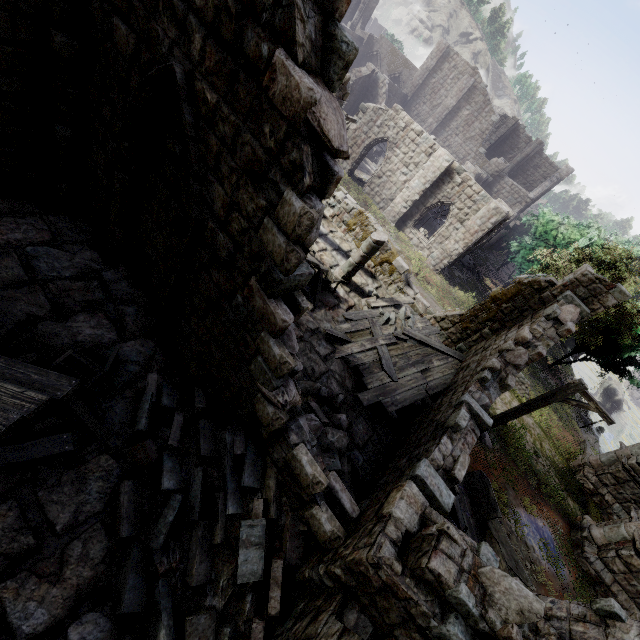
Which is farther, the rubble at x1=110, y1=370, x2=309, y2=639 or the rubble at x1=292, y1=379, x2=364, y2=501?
the rubble at x1=292, y1=379, x2=364, y2=501

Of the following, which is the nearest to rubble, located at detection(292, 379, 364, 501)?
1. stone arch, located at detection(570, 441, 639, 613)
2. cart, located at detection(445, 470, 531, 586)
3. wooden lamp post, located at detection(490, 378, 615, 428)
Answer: cart, located at detection(445, 470, 531, 586)

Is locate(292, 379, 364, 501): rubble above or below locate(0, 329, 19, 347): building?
above

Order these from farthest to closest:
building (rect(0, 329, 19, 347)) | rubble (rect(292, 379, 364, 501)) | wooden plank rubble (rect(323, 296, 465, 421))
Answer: wooden plank rubble (rect(323, 296, 465, 421)) → rubble (rect(292, 379, 364, 501)) → building (rect(0, 329, 19, 347))

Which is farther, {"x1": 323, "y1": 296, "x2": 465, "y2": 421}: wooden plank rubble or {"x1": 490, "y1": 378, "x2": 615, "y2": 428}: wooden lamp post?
{"x1": 490, "y1": 378, "x2": 615, "y2": 428}: wooden lamp post

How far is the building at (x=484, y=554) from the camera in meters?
4.2 m

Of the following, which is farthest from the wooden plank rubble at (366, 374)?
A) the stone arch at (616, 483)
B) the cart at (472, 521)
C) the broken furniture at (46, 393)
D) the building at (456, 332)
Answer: the stone arch at (616, 483)

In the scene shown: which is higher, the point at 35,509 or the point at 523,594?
the point at 523,594
